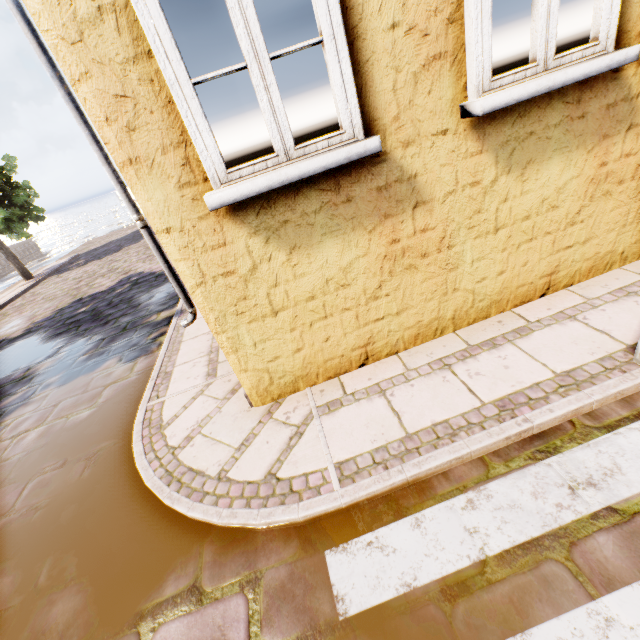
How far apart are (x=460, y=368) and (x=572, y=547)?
1.5 meters
